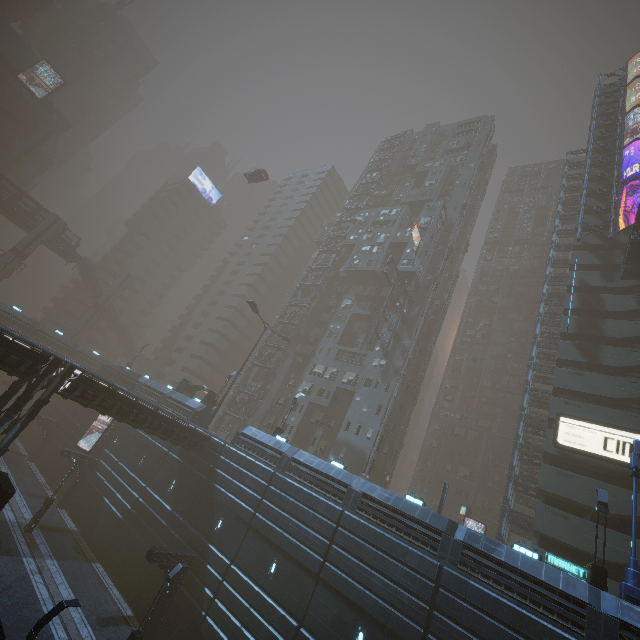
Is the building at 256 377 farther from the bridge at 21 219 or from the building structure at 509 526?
the bridge at 21 219

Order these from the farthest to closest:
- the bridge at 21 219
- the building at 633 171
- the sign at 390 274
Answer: the bridge at 21 219 → the sign at 390 274 → the building at 633 171

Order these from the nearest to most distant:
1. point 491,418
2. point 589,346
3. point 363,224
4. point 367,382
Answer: point 589,346 < point 367,382 < point 491,418 < point 363,224

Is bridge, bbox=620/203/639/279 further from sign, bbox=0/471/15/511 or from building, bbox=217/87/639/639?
sign, bbox=0/471/15/511

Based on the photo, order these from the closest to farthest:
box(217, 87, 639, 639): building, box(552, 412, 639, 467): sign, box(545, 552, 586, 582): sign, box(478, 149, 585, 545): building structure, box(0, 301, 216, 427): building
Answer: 1. box(217, 87, 639, 639): building
2. box(545, 552, 586, 582): sign
3. box(552, 412, 639, 467): sign
4. box(478, 149, 585, 545): building structure
5. box(0, 301, 216, 427): building

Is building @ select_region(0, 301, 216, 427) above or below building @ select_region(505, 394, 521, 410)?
below

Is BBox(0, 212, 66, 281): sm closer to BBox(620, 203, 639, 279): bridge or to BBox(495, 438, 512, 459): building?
BBox(495, 438, 512, 459): building

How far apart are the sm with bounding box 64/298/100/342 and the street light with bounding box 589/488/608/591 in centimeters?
7114cm
